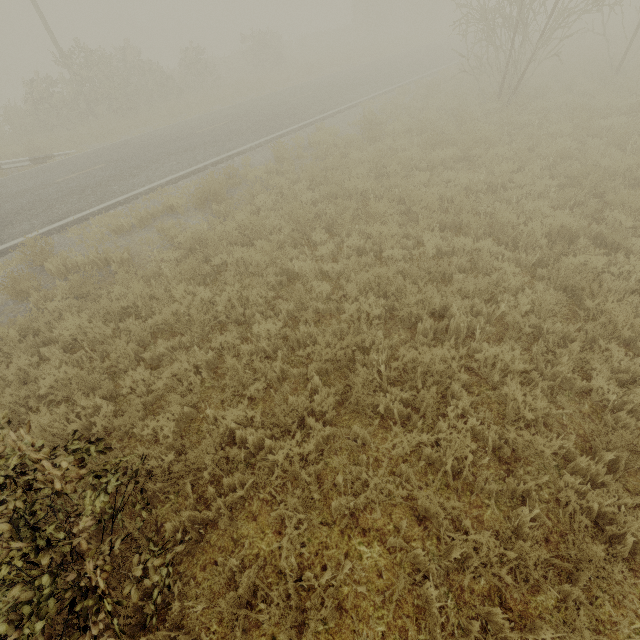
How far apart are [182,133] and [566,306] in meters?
15.9
